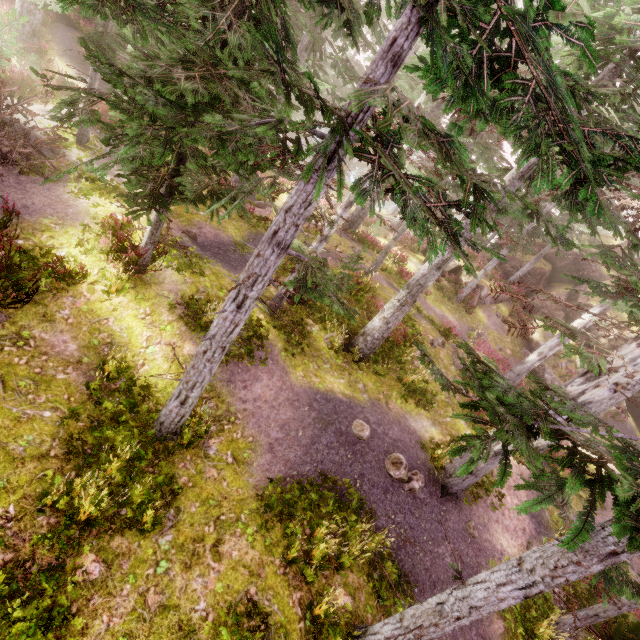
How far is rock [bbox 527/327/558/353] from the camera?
24.53m

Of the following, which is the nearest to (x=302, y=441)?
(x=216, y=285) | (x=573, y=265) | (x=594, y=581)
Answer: (x=216, y=285)

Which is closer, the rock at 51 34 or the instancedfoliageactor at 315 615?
the instancedfoliageactor at 315 615

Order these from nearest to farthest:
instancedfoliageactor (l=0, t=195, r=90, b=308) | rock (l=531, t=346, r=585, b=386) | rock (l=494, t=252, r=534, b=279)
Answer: instancedfoliageactor (l=0, t=195, r=90, b=308)
rock (l=531, t=346, r=585, b=386)
rock (l=494, t=252, r=534, b=279)

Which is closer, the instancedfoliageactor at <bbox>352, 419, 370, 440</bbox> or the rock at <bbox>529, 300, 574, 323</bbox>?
the instancedfoliageactor at <bbox>352, 419, 370, 440</bbox>

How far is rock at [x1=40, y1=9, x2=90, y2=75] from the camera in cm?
1819

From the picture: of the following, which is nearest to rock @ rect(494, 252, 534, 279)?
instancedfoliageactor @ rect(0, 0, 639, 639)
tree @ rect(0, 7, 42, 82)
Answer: instancedfoliageactor @ rect(0, 0, 639, 639)

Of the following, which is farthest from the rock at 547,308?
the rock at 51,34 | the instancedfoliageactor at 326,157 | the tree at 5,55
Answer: the tree at 5,55
